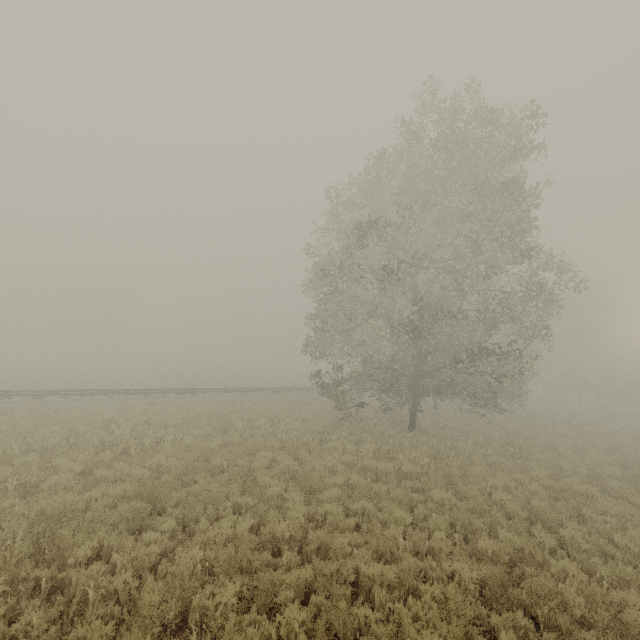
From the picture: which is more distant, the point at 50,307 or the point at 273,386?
the point at 50,307
